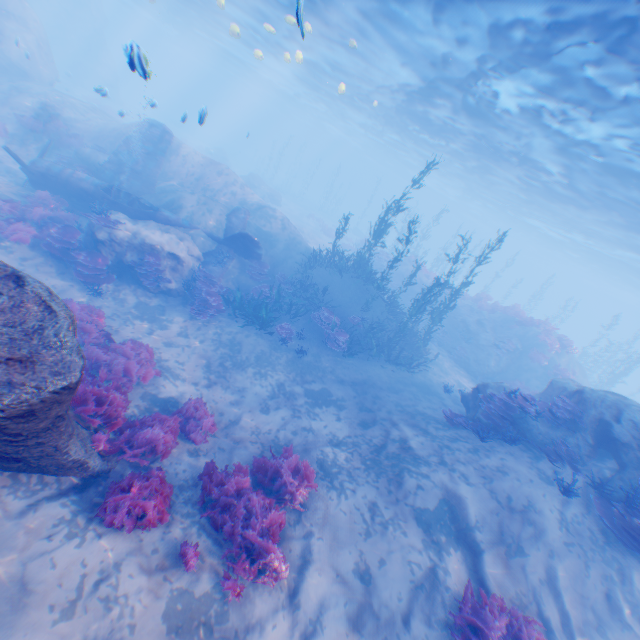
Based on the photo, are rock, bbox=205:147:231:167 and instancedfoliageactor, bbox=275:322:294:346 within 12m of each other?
no

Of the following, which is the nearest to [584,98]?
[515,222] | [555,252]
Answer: [515,222]

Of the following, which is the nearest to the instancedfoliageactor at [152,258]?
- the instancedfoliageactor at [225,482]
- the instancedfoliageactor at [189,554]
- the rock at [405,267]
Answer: the instancedfoliageactor at [225,482]

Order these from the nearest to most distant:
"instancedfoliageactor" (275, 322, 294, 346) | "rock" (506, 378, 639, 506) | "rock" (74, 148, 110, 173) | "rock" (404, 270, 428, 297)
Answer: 1. "rock" (506, 378, 639, 506)
2. "instancedfoliageactor" (275, 322, 294, 346)
3. "rock" (74, 148, 110, 173)
4. "rock" (404, 270, 428, 297)

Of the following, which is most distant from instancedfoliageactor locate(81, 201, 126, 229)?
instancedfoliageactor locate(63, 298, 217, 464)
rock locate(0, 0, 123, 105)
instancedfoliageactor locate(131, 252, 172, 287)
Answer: instancedfoliageactor locate(63, 298, 217, 464)

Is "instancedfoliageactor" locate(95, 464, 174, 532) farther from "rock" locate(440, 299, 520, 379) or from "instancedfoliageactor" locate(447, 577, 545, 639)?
"rock" locate(440, 299, 520, 379)

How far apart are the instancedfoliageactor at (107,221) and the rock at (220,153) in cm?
3592

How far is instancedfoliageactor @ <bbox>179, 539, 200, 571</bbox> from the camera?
5.1m
